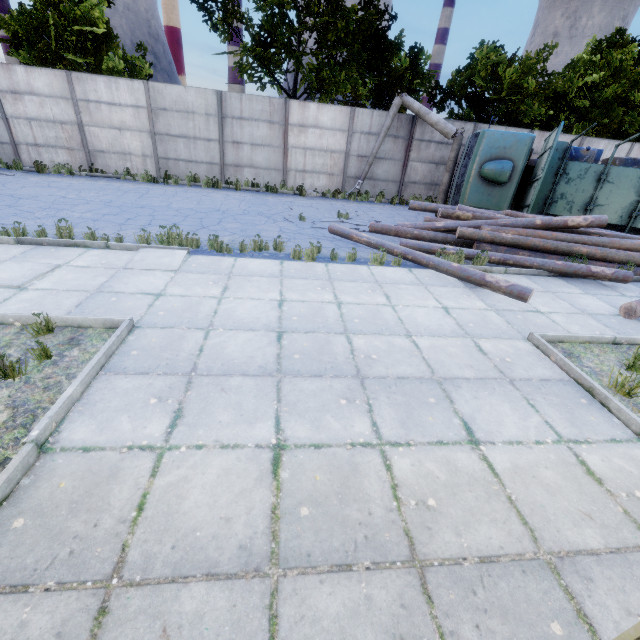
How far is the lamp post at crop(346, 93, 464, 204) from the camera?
13.9 meters

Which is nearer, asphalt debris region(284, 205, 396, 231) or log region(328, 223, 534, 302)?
log region(328, 223, 534, 302)

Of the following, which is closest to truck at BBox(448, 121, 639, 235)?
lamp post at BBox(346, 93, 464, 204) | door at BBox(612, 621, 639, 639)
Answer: lamp post at BBox(346, 93, 464, 204)

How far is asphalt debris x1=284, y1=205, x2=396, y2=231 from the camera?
10.3 meters

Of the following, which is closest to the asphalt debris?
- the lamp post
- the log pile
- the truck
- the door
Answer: the log pile

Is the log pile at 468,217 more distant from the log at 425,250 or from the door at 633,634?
the door at 633,634

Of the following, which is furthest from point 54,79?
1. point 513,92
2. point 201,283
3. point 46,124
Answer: point 513,92

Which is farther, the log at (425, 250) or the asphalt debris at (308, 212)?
the asphalt debris at (308, 212)
